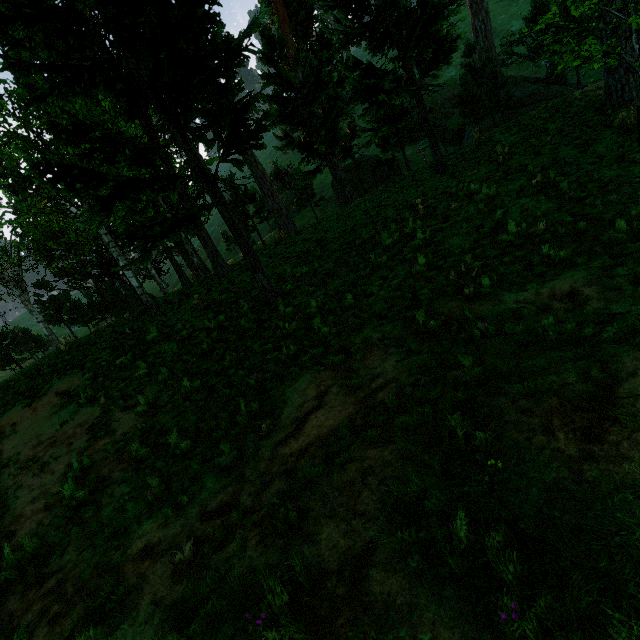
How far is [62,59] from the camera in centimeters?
912cm
